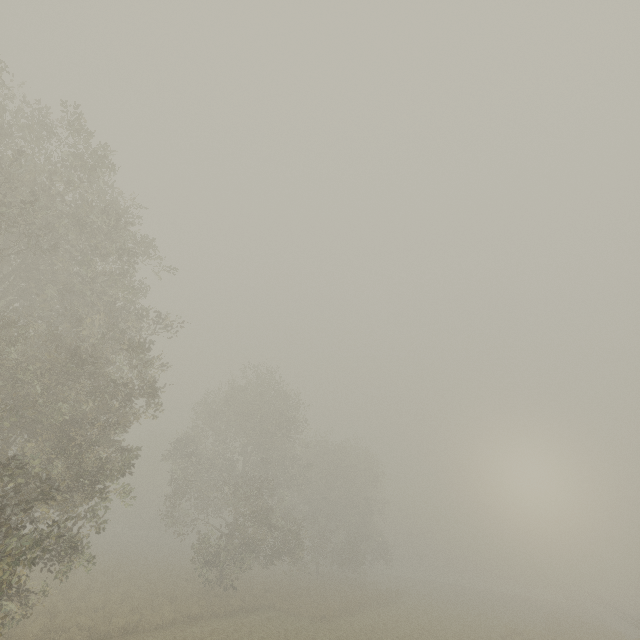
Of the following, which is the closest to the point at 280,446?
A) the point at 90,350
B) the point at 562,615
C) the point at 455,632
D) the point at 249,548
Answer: the point at 249,548
